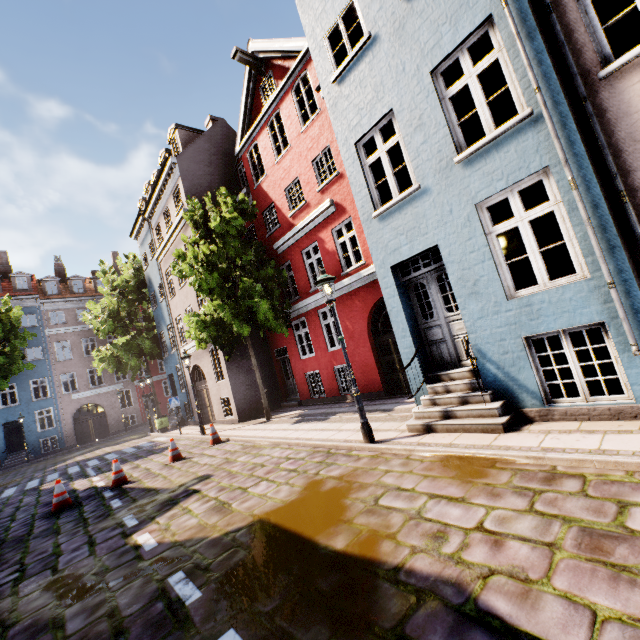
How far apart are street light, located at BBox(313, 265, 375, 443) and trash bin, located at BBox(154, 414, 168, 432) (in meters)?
17.07

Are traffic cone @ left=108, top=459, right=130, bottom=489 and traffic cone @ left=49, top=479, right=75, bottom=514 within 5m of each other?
yes

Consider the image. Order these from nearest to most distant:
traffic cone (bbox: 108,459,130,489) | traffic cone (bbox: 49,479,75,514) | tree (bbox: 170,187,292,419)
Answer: traffic cone (bbox: 49,479,75,514), traffic cone (bbox: 108,459,130,489), tree (bbox: 170,187,292,419)

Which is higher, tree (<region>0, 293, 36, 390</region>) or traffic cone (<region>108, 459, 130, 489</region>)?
tree (<region>0, 293, 36, 390</region>)

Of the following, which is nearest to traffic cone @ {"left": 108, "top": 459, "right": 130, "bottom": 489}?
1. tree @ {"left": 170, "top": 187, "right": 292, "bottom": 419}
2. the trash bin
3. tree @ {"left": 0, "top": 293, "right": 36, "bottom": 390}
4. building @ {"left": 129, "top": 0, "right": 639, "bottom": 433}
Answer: tree @ {"left": 170, "top": 187, "right": 292, "bottom": 419}

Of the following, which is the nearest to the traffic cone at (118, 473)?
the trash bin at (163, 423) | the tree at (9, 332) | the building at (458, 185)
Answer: the building at (458, 185)

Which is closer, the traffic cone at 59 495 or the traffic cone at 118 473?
the traffic cone at 59 495

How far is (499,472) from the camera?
4.25m
